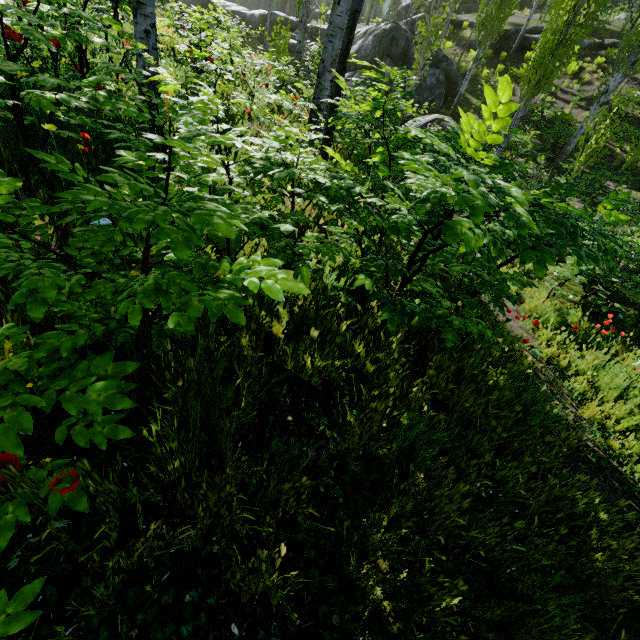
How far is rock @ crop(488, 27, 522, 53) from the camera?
22.5 meters

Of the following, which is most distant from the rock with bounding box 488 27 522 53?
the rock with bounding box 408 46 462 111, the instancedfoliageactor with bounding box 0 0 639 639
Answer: the rock with bounding box 408 46 462 111

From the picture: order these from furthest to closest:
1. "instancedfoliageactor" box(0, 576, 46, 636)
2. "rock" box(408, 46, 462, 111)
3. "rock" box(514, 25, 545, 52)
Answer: "rock" box(514, 25, 545, 52) < "rock" box(408, 46, 462, 111) < "instancedfoliageactor" box(0, 576, 46, 636)

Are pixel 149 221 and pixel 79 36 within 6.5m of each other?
yes

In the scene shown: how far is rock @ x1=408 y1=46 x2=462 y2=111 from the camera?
19.91m

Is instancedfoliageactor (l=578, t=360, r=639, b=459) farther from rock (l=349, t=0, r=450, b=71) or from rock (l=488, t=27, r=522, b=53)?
rock (l=488, t=27, r=522, b=53)

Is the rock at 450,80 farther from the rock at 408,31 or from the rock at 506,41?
the rock at 408,31

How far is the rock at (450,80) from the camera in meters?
19.9
